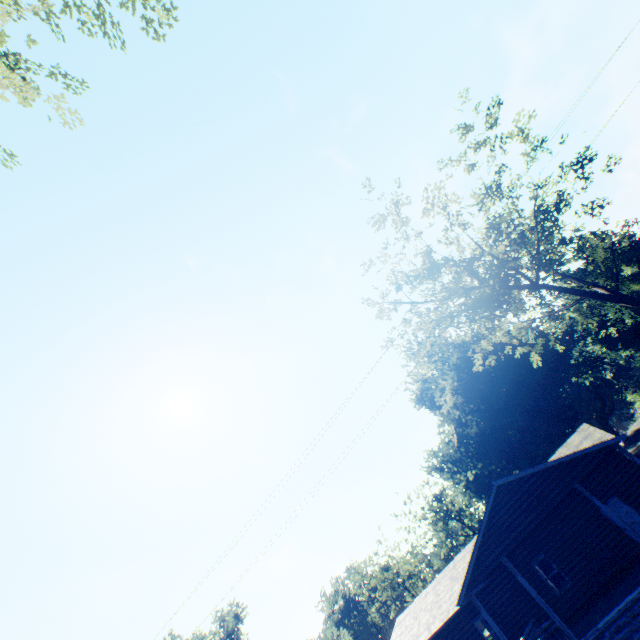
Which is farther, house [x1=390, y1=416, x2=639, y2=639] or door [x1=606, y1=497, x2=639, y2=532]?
door [x1=606, y1=497, x2=639, y2=532]

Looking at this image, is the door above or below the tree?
below

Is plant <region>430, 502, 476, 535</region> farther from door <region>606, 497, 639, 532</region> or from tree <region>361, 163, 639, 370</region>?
tree <region>361, 163, 639, 370</region>

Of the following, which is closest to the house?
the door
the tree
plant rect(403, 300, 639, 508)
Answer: the door

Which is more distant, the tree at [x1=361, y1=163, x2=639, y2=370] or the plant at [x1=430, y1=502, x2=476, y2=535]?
the plant at [x1=430, y1=502, x2=476, y2=535]

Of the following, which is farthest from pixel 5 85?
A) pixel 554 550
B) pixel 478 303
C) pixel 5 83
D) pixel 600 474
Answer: pixel 554 550

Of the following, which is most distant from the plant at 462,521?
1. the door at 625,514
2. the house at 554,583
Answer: the door at 625,514

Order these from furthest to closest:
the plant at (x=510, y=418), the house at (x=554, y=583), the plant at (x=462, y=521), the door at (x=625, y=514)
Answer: the plant at (x=462, y=521) → the plant at (x=510, y=418) → the door at (x=625, y=514) → the house at (x=554, y=583)
